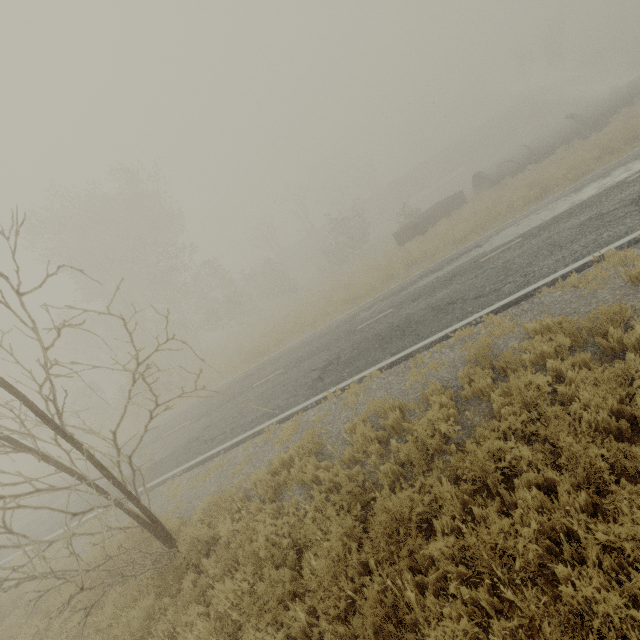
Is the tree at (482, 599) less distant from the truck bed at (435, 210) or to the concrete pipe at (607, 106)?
the truck bed at (435, 210)

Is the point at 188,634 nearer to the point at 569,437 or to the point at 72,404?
the point at 569,437

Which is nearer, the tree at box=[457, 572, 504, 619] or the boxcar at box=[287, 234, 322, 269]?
the tree at box=[457, 572, 504, 619]

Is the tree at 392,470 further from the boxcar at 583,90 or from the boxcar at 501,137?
the boxcar at 583,90

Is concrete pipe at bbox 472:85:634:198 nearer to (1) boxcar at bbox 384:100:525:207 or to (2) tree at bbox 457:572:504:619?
(2) tree at bbox 457:572:504:619

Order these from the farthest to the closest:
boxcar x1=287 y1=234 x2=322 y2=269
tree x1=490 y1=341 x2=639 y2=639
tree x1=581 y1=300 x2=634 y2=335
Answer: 1. boxcar x1=287 y1=234 x2=322 y2=269
2. tree x1=581 y1=300 x2=634 y2=335
3. tree x1=490 y1=341 x2=639 y2=639

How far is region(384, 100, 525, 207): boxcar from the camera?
49.22m

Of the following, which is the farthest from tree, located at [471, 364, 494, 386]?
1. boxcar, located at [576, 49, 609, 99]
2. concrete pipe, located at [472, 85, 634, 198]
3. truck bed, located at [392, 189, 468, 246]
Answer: boxcar, located at [576, 49, 609, 99]
